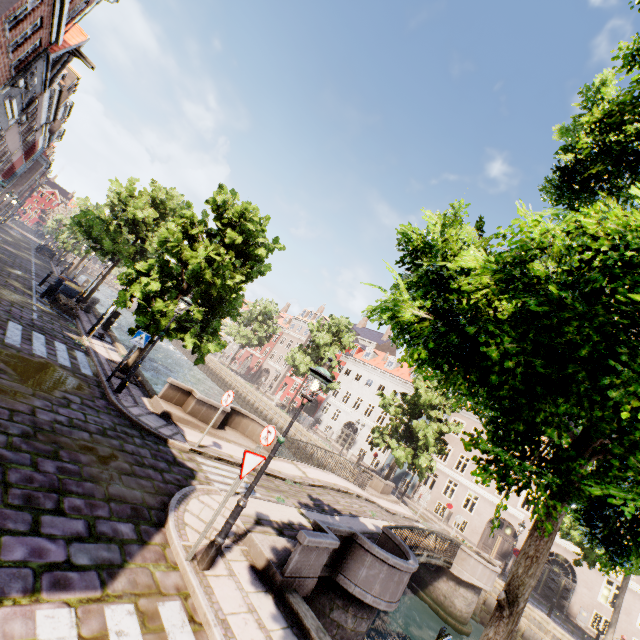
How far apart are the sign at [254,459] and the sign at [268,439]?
2.87m

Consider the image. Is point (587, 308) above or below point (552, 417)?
above

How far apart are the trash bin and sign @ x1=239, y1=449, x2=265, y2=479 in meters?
17.9

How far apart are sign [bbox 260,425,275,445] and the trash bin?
15.6m

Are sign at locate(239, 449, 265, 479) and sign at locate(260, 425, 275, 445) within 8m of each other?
yes

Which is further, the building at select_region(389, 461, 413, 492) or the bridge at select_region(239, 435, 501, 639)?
the building at select_region(389, 461, 413, 492)

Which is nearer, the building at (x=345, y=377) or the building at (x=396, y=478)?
the building at (x=396, y=478)

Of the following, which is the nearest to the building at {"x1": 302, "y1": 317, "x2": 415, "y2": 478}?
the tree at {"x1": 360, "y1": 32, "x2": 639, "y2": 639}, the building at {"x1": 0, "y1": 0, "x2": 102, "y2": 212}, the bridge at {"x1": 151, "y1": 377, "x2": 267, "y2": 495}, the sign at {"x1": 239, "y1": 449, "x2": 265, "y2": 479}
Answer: the tree at {"x1": 360, "y1": 32, "x2": 639, "y2": 639}
